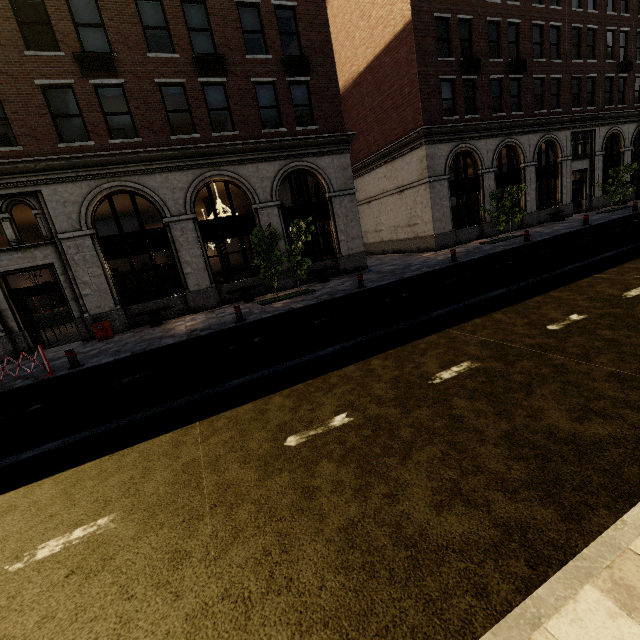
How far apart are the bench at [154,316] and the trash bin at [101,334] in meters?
0.8

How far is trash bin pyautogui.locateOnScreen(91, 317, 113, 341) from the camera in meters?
12.7 m

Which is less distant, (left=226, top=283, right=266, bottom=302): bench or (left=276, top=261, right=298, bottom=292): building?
(left=226, top=283, right=266, bottom=302): bench

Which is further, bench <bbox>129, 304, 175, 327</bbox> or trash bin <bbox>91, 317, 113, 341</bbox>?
bench <bbox>129, 304, 175, 327</bbox>

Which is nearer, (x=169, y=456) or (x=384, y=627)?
(x=384, y=627)

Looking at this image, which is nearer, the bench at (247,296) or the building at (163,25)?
the building at (163,25)

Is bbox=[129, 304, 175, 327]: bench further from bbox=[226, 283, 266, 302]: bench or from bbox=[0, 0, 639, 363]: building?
bbox=[226, 283, 266, 302]: bench

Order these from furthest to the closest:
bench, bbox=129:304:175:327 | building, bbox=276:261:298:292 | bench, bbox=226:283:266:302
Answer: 1. building, bbox=276:261:298:292
2. bench, bbox=226:283:266:302
3. bench, bbox=129:304:175:327
